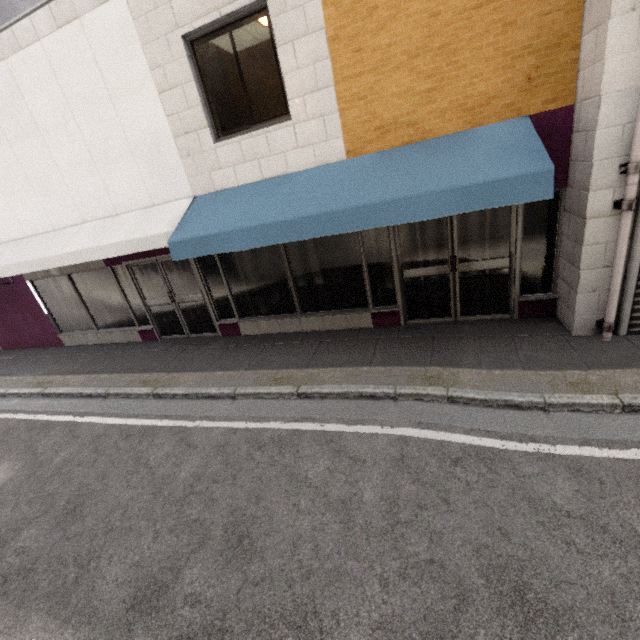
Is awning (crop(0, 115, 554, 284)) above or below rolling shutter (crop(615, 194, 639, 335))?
above

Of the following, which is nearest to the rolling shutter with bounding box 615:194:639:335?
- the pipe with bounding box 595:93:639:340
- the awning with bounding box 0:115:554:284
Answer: the pipe with bounding box 595:93:639:340

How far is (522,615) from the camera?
2.2 meters

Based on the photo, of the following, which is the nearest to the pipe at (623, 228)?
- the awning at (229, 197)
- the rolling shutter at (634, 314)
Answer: the rolling shutter at (634, 314)

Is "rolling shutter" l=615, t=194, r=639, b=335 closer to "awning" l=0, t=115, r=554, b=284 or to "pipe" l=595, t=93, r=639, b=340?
"pipe" l=595, t=93, r=639, b=340

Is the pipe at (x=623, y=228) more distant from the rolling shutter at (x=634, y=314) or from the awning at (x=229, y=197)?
the awning at (x=229, y=197)
